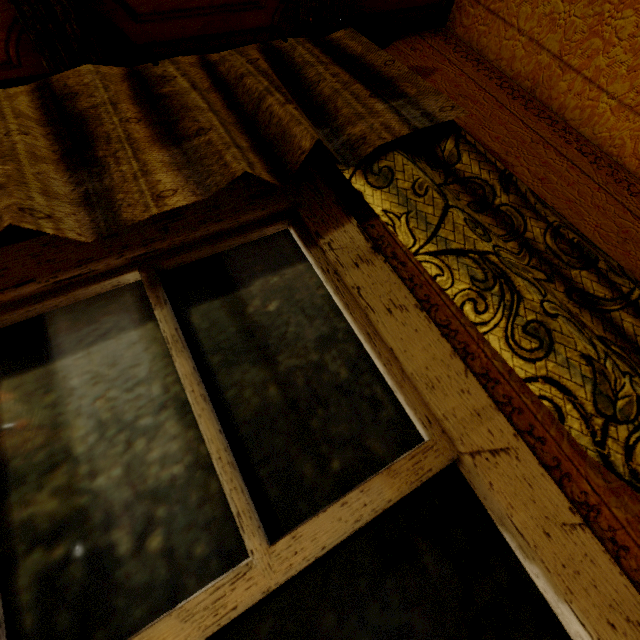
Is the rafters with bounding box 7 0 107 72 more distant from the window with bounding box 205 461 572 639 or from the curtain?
the window with bounding box 205 461 572 639

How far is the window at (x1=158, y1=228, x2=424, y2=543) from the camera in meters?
0.7

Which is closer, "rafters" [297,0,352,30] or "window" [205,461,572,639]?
"window" [205,461,572,639]

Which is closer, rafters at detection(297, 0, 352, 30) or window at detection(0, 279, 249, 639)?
window at detection(0, 279, 249, 639)

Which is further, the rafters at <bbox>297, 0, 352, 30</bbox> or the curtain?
the rafters at <bbox>297, 0, 352, 30</bbox>

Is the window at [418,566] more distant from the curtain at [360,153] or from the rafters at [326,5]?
the rafters at [326,5]

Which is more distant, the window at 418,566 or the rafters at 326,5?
the rafters at 326,5

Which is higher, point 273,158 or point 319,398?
point 273,158
